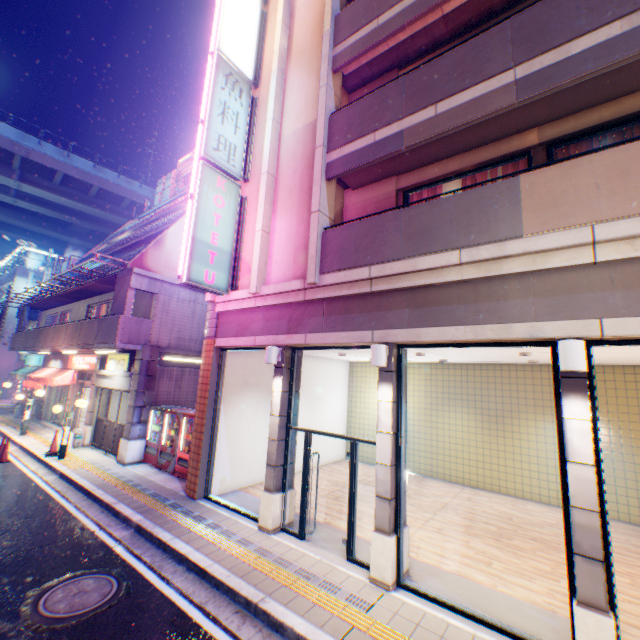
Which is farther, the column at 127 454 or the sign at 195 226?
the column at 127 454

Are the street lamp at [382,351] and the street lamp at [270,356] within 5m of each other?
yes

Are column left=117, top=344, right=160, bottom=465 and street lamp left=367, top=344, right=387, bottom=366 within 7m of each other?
no

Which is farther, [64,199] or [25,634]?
[64,199]

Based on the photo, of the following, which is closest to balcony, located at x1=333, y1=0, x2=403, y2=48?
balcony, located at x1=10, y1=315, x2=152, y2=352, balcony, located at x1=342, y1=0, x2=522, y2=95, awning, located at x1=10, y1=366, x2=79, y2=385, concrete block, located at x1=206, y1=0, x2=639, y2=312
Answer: concrete block, located at x1=206, y1=0, x2=639, y2=312

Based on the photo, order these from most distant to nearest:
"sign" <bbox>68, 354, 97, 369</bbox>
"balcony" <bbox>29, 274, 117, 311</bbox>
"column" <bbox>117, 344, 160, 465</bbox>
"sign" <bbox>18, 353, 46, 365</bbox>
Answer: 1. "sign" <bbox>18, 353, 46, 365</bbox>
2. "sign" <bbox>68, 354, 97, 369</bbox>
3. "balcony" <bbox>29, 274, 117, 311</bbox>
4. "column" <bbox>117, 344, 160, 465</bbox>

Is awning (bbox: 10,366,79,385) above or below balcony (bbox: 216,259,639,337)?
below

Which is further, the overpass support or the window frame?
the overpass support
